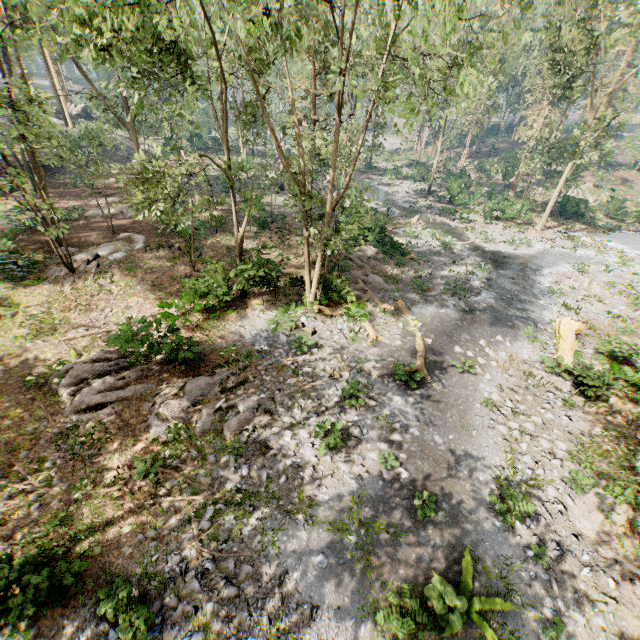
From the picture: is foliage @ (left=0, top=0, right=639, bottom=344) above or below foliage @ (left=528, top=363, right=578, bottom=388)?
above

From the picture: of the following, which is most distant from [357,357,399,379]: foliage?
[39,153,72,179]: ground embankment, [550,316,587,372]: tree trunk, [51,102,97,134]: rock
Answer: [39,153,72,179]: ground embankment

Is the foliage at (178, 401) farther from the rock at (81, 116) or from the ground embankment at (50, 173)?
the ground embankment at (50, 173)

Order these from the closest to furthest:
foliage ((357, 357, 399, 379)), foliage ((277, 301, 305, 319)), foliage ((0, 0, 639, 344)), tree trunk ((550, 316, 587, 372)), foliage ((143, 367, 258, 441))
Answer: foliage ((0, 0, 639, 344)), foliage ((143, 367, 258, 441)), foliage ((357, 357, 399, 379)), tree trunk ((550, 316, 587, 372)), foliage ((277, 301, 305, 319))

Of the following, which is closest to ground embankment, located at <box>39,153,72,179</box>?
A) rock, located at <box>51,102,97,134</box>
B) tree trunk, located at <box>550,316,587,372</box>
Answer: rock, located at <box>51,102,97,134</box>

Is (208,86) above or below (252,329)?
above

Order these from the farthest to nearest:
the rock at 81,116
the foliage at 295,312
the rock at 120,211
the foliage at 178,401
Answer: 1. the rock at 81,116
2. the rock at 120,211
3. the foliage at 295,312
4. the foliage at 178,401

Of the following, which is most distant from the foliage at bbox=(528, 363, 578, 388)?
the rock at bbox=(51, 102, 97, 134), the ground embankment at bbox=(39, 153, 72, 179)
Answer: the ground embankment at bbox=(39, 153, 72, 179)
